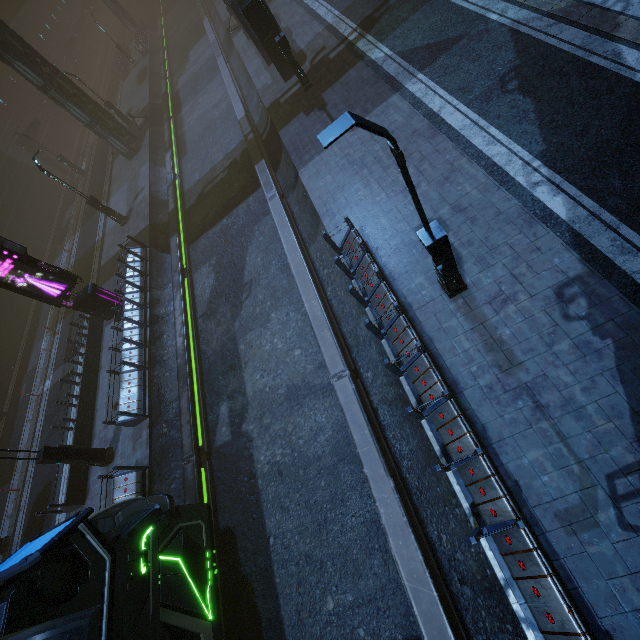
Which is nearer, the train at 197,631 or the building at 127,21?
the train at 197,631

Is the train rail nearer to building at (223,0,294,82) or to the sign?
building at (223,0,294,82)

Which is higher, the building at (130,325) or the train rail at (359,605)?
the building at (130,325)

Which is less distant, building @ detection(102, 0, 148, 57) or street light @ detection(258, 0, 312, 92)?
street light @ detection(258, 0, 312, 92)

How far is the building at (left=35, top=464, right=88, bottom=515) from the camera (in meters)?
12.66

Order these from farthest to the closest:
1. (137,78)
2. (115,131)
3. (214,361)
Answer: (137,78), (115,131), (214,361)

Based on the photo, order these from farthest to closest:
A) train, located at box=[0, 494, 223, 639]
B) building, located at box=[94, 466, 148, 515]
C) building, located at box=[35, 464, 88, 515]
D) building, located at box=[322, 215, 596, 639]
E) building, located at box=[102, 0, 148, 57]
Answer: building, located at box=[102, 0, 148, 57], building, located at box=[35, 464, 88, 515], building, located at box=[94, 466, 148, 515], train, located at box=[0, 494, 223, 639], building, located at box=[322, 215, 596, 639]
